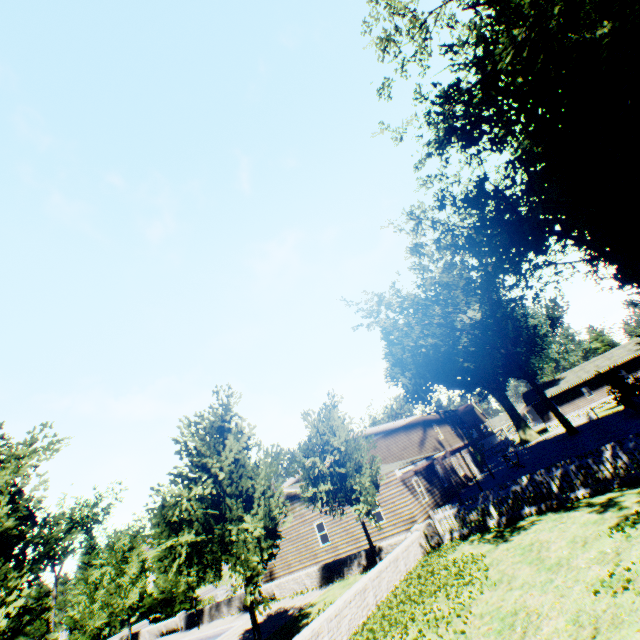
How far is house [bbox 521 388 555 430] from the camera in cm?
5056

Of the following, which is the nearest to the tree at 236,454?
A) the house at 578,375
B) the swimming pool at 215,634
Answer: the swimming pool at 215,634

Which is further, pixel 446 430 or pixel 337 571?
pixel 446 430

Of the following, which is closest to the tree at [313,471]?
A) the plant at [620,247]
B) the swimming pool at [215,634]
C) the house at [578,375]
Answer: the swimming pool at [215,634]

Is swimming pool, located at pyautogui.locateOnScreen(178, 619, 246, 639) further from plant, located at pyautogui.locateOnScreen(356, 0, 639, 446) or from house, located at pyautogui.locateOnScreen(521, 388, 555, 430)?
house, located at pyautogui.locateOnScreen(521, 388, 555, 430)

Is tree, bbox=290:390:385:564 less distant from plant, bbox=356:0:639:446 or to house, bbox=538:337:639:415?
plant, bbox=356:0:639:446

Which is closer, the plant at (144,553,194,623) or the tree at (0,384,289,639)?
the tree at (0,384,289,639)
